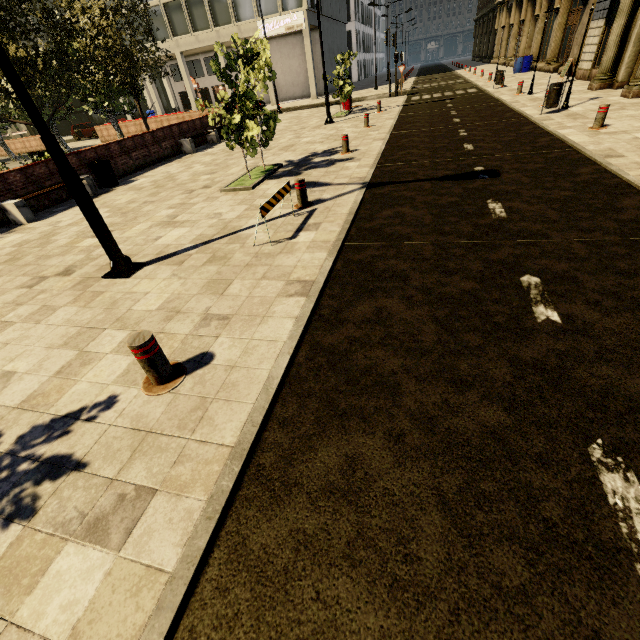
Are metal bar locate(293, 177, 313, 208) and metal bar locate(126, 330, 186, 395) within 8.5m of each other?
yes

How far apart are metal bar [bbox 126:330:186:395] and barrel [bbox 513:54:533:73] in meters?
34.5 m

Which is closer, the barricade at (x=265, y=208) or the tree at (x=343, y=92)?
the barricade at (x=265, y=208)

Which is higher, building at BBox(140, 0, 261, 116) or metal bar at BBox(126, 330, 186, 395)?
building at BBox(140, 0, 261, 116)

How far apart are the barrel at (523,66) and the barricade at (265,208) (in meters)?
30.48

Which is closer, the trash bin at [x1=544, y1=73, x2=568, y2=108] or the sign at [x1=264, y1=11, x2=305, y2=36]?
the trash bin at [x1=544, y1=73, x2=568, y2=108]

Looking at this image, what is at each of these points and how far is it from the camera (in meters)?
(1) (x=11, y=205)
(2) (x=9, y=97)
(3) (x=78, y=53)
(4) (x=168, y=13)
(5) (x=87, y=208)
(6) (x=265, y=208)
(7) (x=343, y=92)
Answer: (1) bench, 8.73
(2) tree, 12.45
(3) tree, 17.53
(4) building, 32.97
(5) street light, 4.77
(6) barricade, 5.24
(7) tree, 19.38

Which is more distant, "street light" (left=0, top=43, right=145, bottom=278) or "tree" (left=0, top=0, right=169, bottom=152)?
"tree" (left=0, top=0, right=169, bottom=152)
